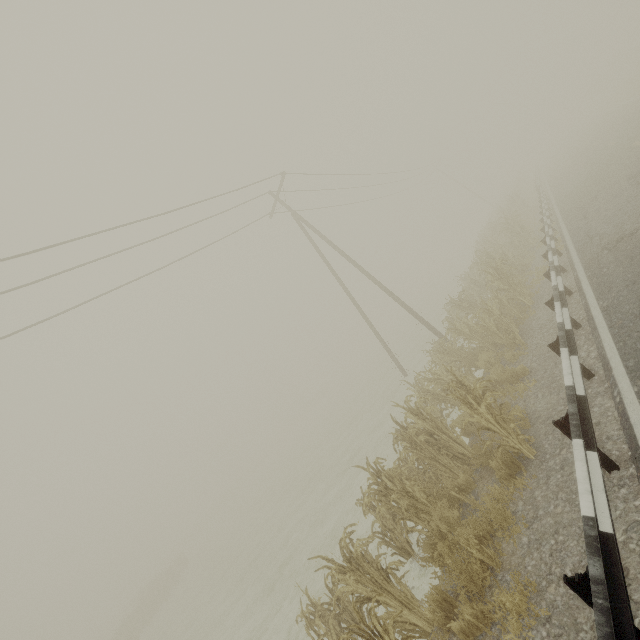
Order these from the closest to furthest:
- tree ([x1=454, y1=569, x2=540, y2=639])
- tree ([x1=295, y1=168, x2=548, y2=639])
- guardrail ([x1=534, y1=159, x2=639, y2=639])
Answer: guardrail ([x1=534, y1=159, x2=639, y2=639]), tree ([x1=454, y1=569, x2=540, y2=639]), tree ([x1=295, y1=168, x2=548, y2=639])

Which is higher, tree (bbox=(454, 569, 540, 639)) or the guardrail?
the guardrail

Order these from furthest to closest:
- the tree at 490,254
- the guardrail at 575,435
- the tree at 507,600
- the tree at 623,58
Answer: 1. the tree at 623,58
2. the tree at 490,254
3. the tree at 507,600
4. the guardrail at 575,435

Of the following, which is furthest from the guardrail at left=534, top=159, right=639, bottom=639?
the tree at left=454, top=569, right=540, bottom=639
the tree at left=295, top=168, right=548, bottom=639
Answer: the tree at left=295, top=168, right=548, bottom=639

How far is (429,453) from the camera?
6.7m

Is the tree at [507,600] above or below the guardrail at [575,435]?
below

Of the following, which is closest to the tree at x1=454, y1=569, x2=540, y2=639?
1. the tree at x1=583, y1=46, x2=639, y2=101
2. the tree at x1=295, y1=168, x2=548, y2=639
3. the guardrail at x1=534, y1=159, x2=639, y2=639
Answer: the tree at x1=295, y1=168, x2=548, y2=639

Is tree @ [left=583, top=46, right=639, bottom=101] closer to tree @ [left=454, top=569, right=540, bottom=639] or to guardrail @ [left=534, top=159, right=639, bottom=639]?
guardrail @ [left=534, top=159, right=639, bottom=639]
